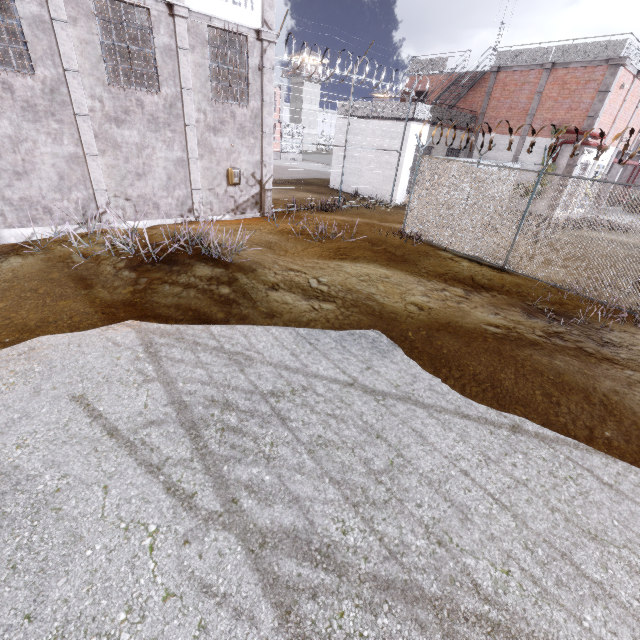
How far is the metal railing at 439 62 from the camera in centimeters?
2024cm

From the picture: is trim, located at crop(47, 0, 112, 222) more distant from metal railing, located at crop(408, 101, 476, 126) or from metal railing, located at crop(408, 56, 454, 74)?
metal railing, located at crop(408, 56, 454, 74)

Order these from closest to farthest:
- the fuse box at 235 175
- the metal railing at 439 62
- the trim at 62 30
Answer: the trim at 62 30 → the fuse box at 235 175 → the metal railing at 439 62

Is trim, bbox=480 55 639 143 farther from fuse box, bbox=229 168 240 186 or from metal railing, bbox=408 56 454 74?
fuse box, bbox=229 168 240 186

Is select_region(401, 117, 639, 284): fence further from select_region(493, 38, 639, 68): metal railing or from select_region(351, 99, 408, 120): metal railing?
select_region(493, 38, 639, 68): metal railing

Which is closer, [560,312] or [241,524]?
[241,524]

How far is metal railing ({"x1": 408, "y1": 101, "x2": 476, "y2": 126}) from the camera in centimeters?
1633cm

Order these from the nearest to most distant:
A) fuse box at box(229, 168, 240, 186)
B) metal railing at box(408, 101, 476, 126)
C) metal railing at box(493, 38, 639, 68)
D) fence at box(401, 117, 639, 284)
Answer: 1. fence at box(401, 117, 639, 284)
2. fuse box at box(229, 168, 240, 186)
3. metal railing at box(493, 38, 639, 68)
4. metal railing at box(408, 101, 476, 126)
